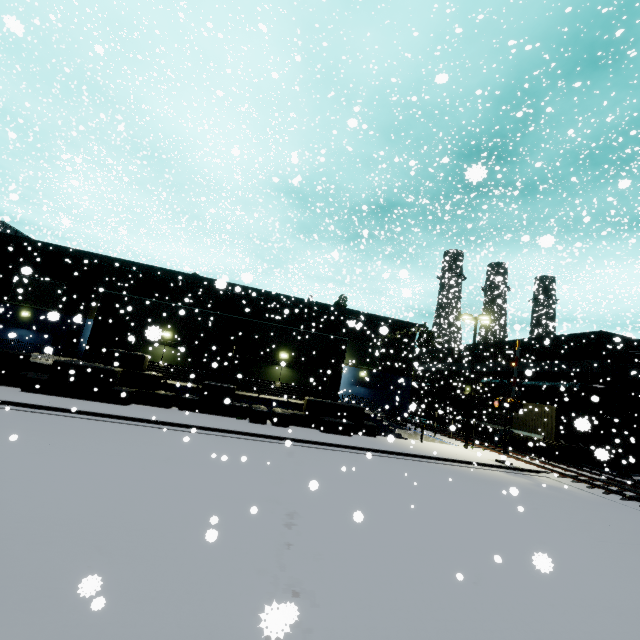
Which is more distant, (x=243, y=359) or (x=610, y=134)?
(x=610, y=134)

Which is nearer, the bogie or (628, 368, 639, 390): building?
the bogie

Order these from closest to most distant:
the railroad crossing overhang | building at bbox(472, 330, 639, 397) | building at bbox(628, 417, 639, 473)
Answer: the railroad crossing overhang, building at bbox(628, 417, 639, 473), building at bbox(472, 330, 639, 397)

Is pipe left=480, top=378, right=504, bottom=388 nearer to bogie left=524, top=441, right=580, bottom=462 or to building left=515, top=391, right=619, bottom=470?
building left=515, top=391, right=619, bottom=470

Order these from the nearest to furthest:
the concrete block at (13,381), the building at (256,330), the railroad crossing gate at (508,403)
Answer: Answer:
the concrete block at (13,381)
the railroad crossing gate at (508,403)
the building at (256,330)

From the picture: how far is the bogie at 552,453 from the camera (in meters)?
23.77

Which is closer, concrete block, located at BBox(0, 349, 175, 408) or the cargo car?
concrete block, located at BBox(0, 349, 175, 408)

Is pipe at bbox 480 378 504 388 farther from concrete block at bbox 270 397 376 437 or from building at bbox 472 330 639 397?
concrete block at bbox 270 397 376 437
